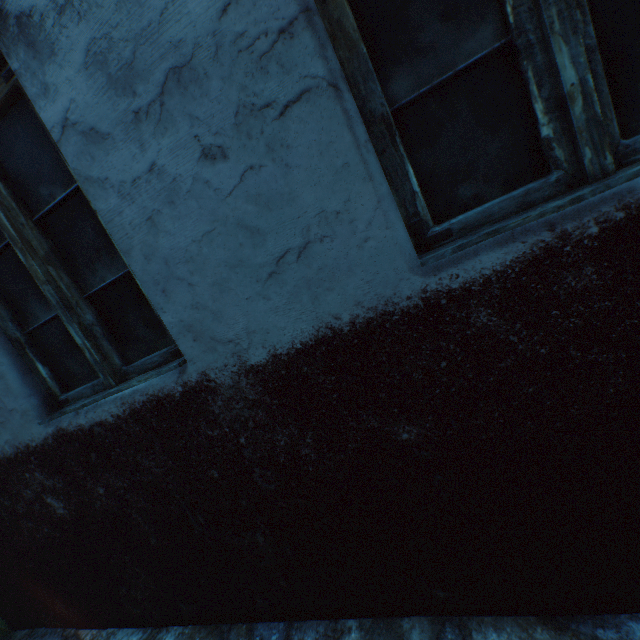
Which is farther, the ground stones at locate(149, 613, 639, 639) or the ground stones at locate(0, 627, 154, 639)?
the ground stones at locate(0, 627, 154, 639)

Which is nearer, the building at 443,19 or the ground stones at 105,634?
the building at 443,19

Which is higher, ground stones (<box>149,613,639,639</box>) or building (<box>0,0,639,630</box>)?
building (<box>0,0,639,630</box>)

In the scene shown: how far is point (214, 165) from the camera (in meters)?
1.00

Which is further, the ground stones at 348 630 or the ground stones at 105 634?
the ground stones at 105 634

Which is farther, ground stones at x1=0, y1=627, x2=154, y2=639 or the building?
ground stones at x1=0, y1=627, x2=154, y2=639
